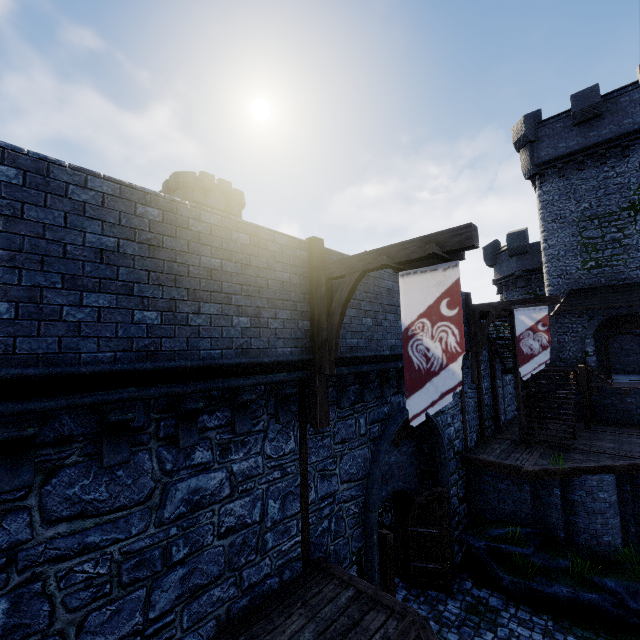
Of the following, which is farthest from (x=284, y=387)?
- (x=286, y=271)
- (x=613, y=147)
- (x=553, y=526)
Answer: (x=613, y=147)

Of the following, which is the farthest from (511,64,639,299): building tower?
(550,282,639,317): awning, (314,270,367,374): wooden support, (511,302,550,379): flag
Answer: (314,270,367,374): wooden support

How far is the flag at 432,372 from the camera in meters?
5.2

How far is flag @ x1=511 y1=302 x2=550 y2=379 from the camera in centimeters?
1199cm

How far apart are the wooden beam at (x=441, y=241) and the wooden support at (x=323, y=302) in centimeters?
0cm

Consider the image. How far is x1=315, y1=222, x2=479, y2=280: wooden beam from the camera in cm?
474

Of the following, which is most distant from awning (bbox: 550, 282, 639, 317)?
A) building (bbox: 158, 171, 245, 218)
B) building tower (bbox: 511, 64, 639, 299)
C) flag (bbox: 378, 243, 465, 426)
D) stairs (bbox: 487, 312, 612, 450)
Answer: building (bbox: 158, 171, 245, 218)

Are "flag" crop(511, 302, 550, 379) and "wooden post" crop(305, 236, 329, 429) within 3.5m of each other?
no
